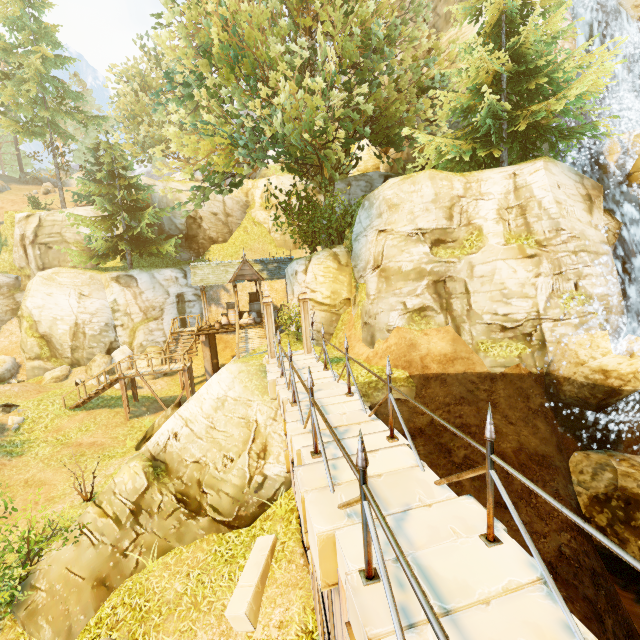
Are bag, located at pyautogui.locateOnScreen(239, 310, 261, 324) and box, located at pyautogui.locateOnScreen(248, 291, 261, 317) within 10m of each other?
yes

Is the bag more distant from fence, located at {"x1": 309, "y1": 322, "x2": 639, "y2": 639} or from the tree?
fence, located at {"x1": 309, "y1": 322, "x2": 639, "y2": 639}

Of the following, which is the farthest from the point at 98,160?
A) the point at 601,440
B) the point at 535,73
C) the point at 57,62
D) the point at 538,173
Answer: the point at 601,440

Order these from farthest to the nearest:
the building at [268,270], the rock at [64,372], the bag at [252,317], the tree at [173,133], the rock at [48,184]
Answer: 1. the rock at [48,184]
2. the bag at [252,317]
3. the rock at [64,372]
4. the building at [268,270]
5. the tree at [173,133]

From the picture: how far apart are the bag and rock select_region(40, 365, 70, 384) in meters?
11.8 m

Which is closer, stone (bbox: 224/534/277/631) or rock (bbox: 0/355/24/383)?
stone (bbox: 224/534/277/631)

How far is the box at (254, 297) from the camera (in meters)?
24.58

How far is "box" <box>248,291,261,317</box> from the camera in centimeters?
2458cm
